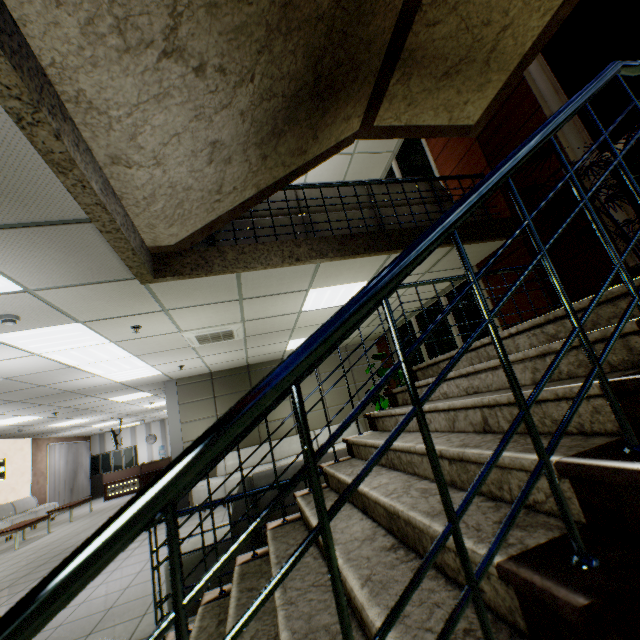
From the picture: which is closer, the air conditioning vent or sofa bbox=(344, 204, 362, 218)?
sofa bbox=(344, 204, 362, 218)

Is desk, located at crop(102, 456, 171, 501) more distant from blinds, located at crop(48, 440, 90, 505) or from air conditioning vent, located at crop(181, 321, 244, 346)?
air conditioning vent, located at crop(181, 321, 244, 346)

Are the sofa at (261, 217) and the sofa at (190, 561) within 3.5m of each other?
yes

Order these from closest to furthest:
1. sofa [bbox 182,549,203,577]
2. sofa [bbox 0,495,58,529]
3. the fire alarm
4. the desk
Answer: sofa [bbox 182,549,203,577] < the fire alarm < sofa [bbox 0,495,58,529] < the desk

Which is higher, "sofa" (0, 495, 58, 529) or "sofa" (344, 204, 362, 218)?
"sofa" (344, 204, 362, 218)

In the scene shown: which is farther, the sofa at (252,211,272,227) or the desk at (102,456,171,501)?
the desk at (102,456,171,501)

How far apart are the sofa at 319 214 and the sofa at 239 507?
2.4 meters

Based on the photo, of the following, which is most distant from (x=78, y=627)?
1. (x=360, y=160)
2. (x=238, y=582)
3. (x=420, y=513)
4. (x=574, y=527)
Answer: (x=360, y=160)
